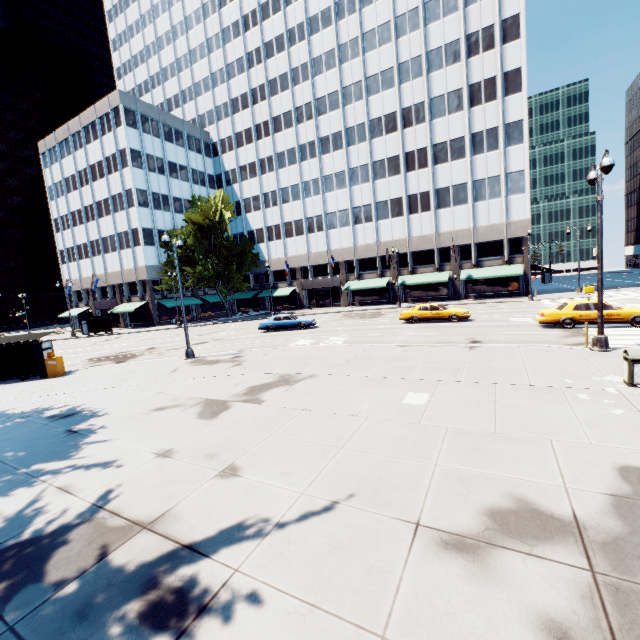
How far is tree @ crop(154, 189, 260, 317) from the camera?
43.4m

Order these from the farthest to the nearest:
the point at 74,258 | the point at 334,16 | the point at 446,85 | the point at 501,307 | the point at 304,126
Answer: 1. the point at 74,258
2. the point at 304,126
3. the point at 334,16
4. the point at 446,85
5. the point at 501,307

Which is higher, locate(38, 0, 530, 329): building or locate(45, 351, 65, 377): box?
locate(38, 0, 530, 329): building

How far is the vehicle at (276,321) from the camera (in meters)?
28.75

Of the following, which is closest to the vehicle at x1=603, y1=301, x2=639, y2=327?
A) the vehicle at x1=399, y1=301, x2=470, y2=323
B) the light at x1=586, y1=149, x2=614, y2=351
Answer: the vehicle at x1=399, y1=301, x2=470, y2=323

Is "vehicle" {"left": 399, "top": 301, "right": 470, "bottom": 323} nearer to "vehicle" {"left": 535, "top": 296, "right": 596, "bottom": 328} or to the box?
"vehicle" {"left": 535, "top": 296, "right": 596, "bottom": 328}

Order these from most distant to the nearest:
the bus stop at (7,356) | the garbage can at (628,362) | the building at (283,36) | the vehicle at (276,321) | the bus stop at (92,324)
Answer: the bus stop at (92,324), the building at (283,36), the vehicle at (276,321), the bus stop at (7,356), the garbage can at (628,362)

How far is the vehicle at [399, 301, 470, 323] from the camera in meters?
24.2 m
